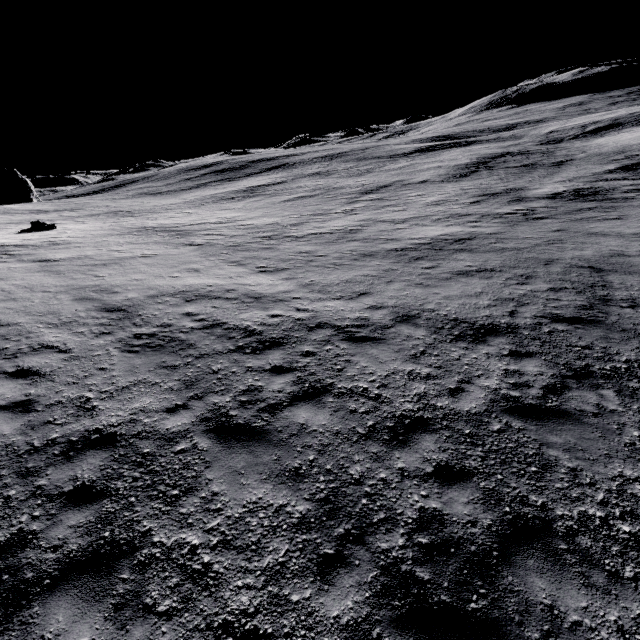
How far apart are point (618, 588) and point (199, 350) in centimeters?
854cm
